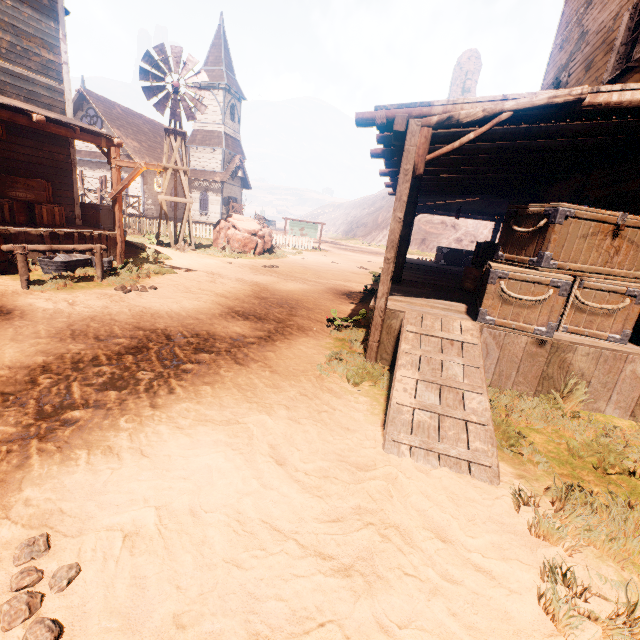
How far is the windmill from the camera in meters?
13.3 m

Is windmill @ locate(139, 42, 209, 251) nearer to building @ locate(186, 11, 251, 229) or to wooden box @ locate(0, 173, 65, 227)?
building @ locate(186, 11, 251, 229)

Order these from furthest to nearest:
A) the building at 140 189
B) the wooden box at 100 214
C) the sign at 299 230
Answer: the building at 140 189, the sign at 299 230, the wooden box at 100 214

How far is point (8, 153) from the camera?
9.01m

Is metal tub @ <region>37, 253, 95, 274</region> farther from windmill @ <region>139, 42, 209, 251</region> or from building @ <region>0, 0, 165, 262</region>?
windmill @ <region>139, 42, 209, 251</region>

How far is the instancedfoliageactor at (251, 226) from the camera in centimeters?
1672cm

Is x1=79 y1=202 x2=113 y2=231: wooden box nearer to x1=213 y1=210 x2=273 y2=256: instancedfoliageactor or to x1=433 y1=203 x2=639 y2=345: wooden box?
x1=213 y1=210 x2=273 y2=256: instancedfoliageactor

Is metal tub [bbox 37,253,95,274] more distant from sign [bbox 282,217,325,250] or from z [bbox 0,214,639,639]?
sign [bbox 282,217,325,250]
